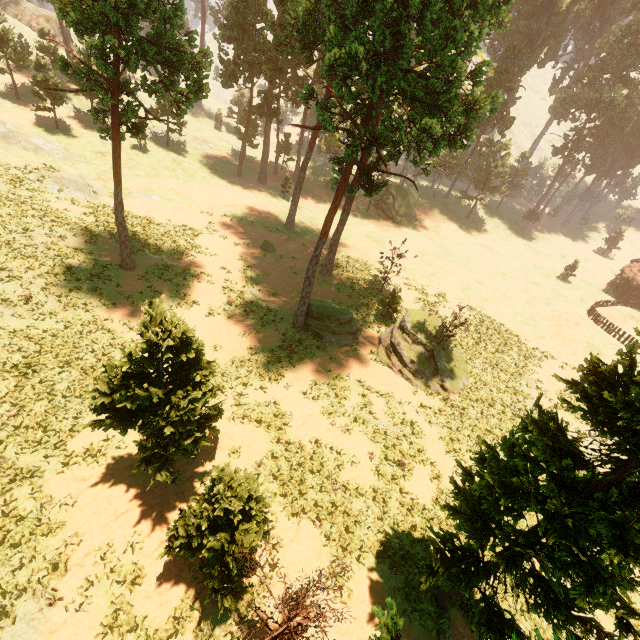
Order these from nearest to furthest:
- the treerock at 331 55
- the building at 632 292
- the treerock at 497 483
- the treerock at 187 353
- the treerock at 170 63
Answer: the treerock at 497 483, the treerock at 187 353, the treerock at 331 55, the treerock at 170 63, the building at 632 292

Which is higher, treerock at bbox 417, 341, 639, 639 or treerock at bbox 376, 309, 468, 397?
treerock at bbox 417, 341, 639, 639

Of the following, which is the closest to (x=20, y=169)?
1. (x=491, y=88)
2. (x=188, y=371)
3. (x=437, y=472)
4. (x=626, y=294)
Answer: (x=188, y=371)

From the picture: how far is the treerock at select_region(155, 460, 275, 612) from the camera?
8.6m

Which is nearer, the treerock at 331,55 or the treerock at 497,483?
the treerock at 497,483

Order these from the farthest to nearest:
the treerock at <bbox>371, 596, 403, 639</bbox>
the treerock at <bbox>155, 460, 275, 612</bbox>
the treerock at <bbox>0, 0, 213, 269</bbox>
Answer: the treerock at <bbox>0, 0, 213, 269</bbox>
the treerock at <bbox>155, 460, 275, 612</bbox>
the treerock at <bbox>371, 596, 403, 639</bbox>
